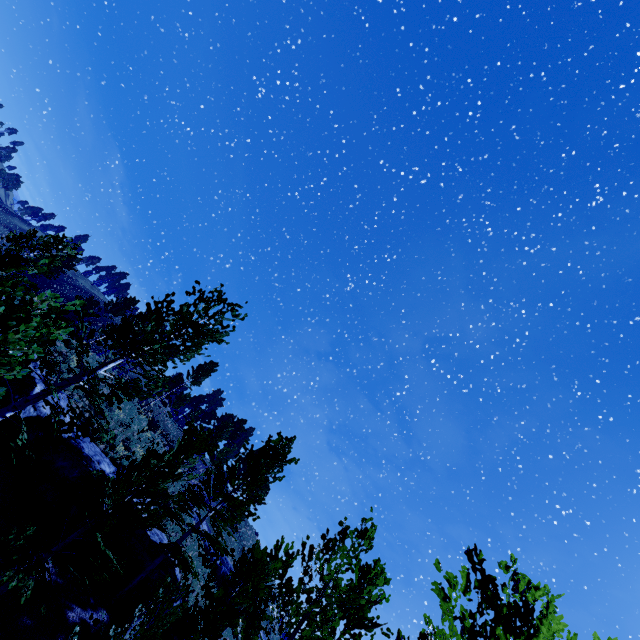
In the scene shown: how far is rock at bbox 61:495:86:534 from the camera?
12.71m

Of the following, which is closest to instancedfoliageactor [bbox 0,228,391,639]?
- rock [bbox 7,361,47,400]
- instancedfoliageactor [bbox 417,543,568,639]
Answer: instancedfoliageactor [bbox 417,543,568,639]

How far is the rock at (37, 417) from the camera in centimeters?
1373cm

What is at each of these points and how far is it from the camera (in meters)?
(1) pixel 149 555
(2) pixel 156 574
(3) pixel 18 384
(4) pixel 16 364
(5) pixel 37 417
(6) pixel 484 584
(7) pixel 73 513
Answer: (1) rock, 14.42
(2) rock, 14.10
(3) rock, 13.90
(4) instancedfoliageactor, 2.17
(5) rock, 14.44
(6) instancedfoliageactor, 4.03
(7) rock, 12.89

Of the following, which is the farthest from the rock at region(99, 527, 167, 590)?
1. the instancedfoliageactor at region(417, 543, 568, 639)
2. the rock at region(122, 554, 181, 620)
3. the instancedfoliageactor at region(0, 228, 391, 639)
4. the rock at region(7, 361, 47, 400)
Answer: the instancedfoliageactor at region(417, 543, 568, 639)

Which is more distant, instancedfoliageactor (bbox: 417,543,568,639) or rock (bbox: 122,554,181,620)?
rock (bbox: 122,554,181,620)

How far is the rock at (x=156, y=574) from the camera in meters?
13.5

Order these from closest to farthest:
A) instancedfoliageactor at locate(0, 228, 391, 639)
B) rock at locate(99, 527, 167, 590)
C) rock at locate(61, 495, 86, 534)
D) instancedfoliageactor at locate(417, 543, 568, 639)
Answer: instancedfoliageactor at locate(417, 543, 568, 639) → instancedfoliageactor at locate(0, 228, 391, 639) → rock at locate(61, 495, 86, 534) → rock at locate(99, 527, 167, 590)
